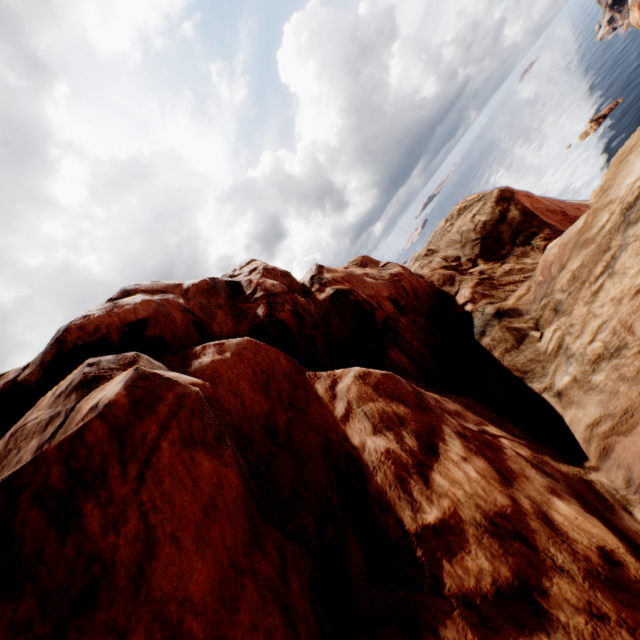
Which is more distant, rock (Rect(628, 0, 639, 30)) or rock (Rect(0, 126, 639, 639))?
rock (Rect(628, 0, 639, 30))

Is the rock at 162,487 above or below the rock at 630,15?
above

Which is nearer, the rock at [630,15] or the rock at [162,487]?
the rock at [162,487]

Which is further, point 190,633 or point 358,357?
point 358,357

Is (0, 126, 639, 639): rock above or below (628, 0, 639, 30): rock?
above
